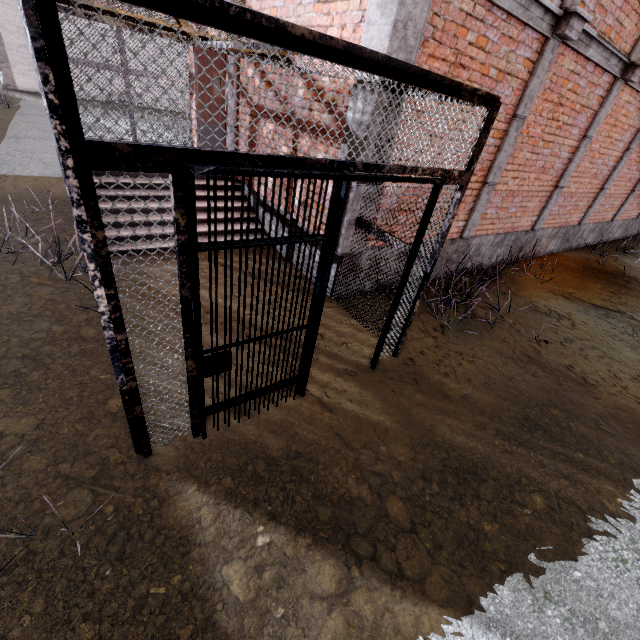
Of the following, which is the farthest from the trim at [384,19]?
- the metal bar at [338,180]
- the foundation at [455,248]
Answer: the metal bar at [338,180]

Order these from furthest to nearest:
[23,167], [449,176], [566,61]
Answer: [23,167] < [566,61] < [449,176]

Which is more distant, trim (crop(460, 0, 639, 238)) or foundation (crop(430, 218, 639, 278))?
foundation (crop(430, 218, 639, 278))

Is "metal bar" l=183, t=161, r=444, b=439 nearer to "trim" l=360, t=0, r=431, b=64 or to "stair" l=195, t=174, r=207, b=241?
"trim" l=360, t=0, r=431, b=64

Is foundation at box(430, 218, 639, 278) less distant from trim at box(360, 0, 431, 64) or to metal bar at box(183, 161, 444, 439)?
trim at box(360, 0, 431, 64)

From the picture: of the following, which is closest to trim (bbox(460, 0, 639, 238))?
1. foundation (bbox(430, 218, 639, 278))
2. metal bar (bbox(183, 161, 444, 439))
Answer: foundation (bbox(430, 218, 639, 278))

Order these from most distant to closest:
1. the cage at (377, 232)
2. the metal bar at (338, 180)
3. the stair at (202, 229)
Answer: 1. the stair at (202, 229)
2. the cage at (377, 232)
3. the metal bar at (338, 180)

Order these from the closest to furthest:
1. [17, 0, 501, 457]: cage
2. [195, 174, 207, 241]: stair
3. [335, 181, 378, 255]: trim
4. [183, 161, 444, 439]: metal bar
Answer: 1. [17, 0, 501, 457]: cage
2. [183, 161, 444, 439]: metal bar
3. [335, 181, 378, 255]: trim
4. [195, 174, 207, 241]: stair
